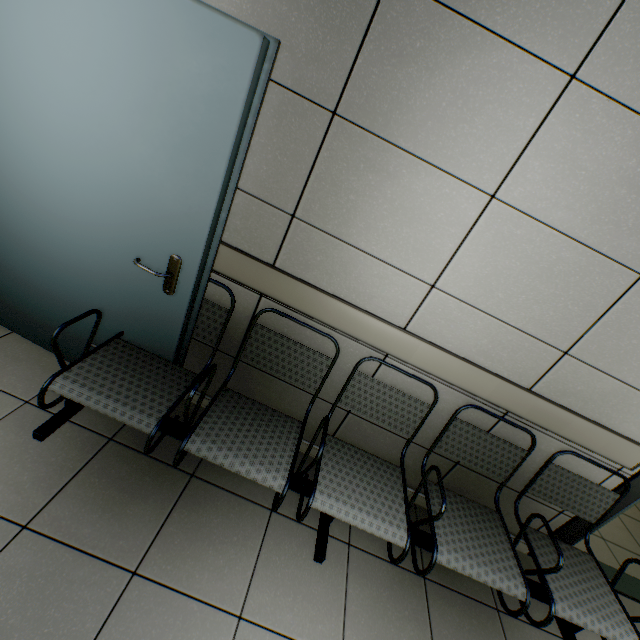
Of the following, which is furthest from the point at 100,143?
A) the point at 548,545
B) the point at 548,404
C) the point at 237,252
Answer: the point at 548,545

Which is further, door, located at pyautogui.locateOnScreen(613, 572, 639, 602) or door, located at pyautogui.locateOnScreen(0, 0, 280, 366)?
door, located at pyautogui.locateOnScreen(613, 572, 639, 602)

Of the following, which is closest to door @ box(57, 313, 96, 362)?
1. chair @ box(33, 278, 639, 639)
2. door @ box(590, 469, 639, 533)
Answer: chair @ box(33, 278, 639, 639)

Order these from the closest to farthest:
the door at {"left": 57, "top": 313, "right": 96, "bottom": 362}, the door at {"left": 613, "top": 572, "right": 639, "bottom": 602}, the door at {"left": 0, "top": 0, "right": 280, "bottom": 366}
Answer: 1. the door at {"left": 0, "top": 0, "right": 280, "bottom": 366}
2. the door at {"left": 57, "top": 313, "right": 96, "bottom": 362}
3. the door at {"left": 613, "top": 572, "right": 639, "bottom": 602}

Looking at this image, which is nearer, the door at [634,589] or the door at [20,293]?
the door at [20,293]

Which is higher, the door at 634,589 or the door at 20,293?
the door at 20,293

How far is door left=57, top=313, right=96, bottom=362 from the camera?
1.9 meters
